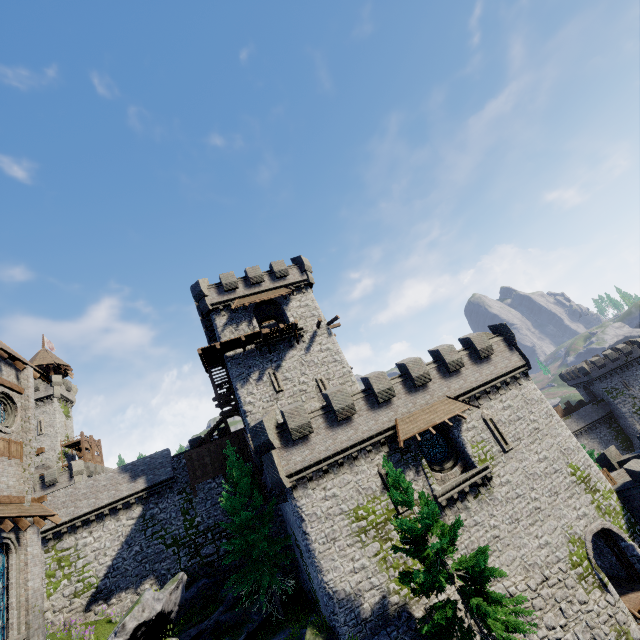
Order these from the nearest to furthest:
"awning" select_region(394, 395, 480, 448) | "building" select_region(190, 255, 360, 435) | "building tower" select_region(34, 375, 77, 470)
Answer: "awning" select_region(394, 395, 480, 448)
"building" select_region(190, 255, 360, 435)
"building tower" select_region(34, 375, 77, 470)

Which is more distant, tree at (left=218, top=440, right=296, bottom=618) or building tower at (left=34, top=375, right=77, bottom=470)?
building tower at (left=34, top=375, right=77, bottom=470)

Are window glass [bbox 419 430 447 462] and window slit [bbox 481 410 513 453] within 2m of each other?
no

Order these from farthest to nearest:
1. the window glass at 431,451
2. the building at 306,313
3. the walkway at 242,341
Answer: the building at 306,313
the walkway at 242,341
the window glass at 431,451

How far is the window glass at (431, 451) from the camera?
21.0m

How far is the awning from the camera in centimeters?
1964cm

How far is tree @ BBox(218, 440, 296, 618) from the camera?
21.33m

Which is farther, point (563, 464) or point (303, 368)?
point (303, 368)
